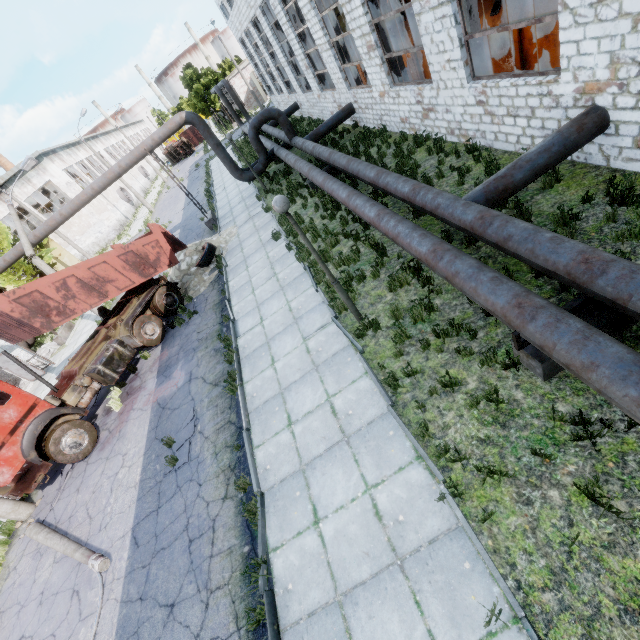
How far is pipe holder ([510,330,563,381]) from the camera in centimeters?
450cm

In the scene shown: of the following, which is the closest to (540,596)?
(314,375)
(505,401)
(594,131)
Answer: (505,401)

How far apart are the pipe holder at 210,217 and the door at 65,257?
27.4 meters

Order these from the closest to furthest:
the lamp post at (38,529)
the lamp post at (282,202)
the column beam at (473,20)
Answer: the lamp post at (282,202)
the lamp post at (38,529)
the column beam at (473,20)

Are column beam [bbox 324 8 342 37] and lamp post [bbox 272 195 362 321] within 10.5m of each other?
no

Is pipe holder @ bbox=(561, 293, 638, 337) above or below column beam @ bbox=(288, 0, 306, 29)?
below

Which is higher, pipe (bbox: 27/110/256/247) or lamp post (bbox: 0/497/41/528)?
pipe (bbox: 27/110/256/247)

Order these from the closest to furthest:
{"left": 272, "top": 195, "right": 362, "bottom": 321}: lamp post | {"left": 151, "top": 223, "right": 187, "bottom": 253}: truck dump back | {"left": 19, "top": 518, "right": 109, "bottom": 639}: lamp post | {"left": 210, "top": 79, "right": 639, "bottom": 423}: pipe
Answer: {"left": 210, "top": 79, "right": 639, "bottom": 423}: pipe < {"left": 272, "top": 195, "right": 362, "bottom": 321}: lamp post < {"left": 19, "top": 518, "right": 109, "bottom": 639}: lamp post < {"left": 151, "top": 223, "right": 187, "bottom": 253}: truck dump back
